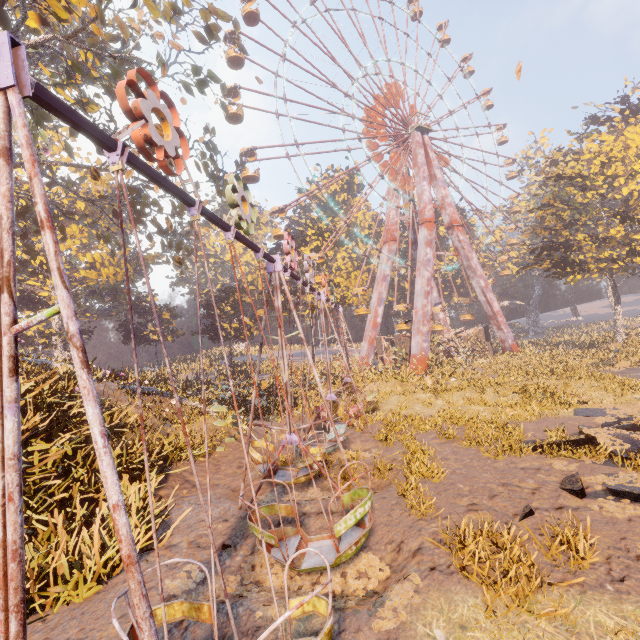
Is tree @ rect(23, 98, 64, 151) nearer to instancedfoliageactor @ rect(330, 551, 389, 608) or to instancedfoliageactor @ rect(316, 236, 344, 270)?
instancedfoliageactor @ rect(330, 551, 389, 608)

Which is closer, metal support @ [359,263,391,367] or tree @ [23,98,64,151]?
tree @ [23,98,64,151]

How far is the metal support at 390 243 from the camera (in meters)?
38.38

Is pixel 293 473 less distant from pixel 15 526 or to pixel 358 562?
pixel 358 562

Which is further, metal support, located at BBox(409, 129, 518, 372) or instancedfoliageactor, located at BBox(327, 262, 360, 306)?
instancedfoliageactor, located at BBox(327, 262, 360, 306)

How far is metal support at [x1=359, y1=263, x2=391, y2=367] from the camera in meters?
36.2

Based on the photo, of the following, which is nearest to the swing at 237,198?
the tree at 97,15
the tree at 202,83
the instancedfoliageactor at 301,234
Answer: the instancedfoliageactor at 301,234

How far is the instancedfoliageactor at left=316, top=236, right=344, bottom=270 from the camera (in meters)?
41.53
